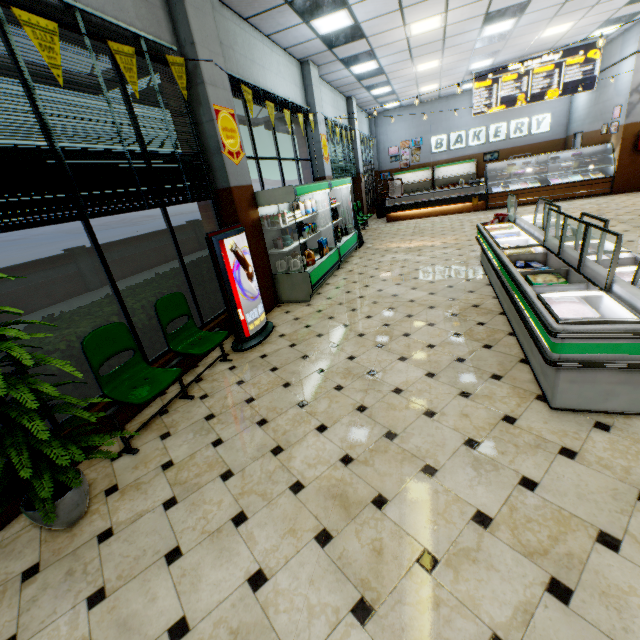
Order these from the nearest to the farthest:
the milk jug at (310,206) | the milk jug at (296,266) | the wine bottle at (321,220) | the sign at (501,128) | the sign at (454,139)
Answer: the milk jug at (296,266), the milk jug at (310,206), the wine bottle at (321,220), the sign at (501,128), the sign at (454,139)

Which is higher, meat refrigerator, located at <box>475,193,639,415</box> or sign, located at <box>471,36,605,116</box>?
sign, located at <box>471,36,605,116</box>

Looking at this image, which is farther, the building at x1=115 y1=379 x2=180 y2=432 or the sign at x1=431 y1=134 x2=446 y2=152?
the sign at x1=431 y1=134 x2=446 y2=152

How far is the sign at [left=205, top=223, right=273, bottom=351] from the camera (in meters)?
4.25

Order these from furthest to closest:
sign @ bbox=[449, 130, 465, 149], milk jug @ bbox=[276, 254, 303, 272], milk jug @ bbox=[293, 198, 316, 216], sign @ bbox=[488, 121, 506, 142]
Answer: sign @ bbox=[449, 130, 465, 149]
sign @ bbox=[488, 121, 506, 142]
milk jug @ bbox=[293, 198, 316, 216]
milk jug @ bbox=[276, 254, 303, 272]

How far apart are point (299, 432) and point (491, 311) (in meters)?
3.30

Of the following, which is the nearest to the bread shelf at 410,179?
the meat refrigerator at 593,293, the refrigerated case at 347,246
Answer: the refrigerated case at 347,246

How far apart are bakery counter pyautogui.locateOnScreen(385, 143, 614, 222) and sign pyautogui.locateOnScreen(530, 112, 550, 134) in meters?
4.4 m
